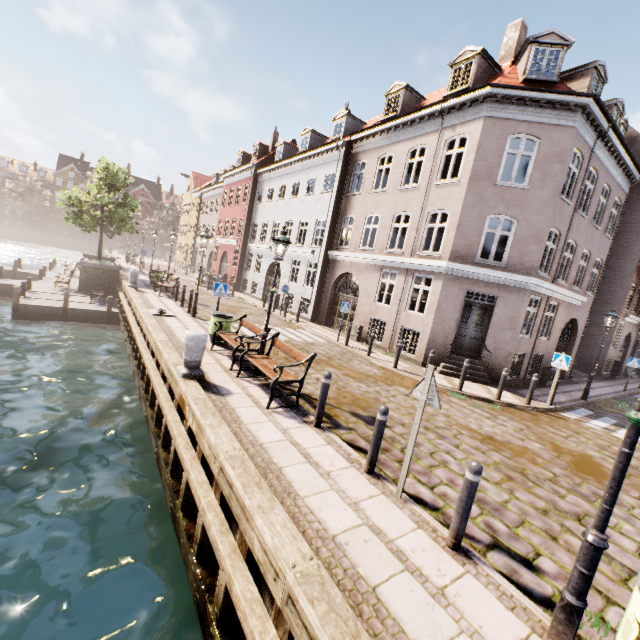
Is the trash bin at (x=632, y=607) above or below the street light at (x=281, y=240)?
below

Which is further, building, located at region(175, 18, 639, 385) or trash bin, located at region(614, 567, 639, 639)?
building, located at region(175, 18, 639, 385)

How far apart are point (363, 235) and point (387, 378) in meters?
9.0 m

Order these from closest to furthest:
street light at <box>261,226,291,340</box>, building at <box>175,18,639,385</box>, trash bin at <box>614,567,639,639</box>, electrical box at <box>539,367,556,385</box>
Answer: A: trash bin at <box>614,567,639,639</box> < street light at <box>261,226,291,340</box> < building at <box>175,18,639,385</box> < electrical box at <box>539,367,556,385</box>

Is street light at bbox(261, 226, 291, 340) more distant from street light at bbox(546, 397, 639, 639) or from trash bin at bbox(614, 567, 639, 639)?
trash bin at bbox(614, 567, 639, 639)

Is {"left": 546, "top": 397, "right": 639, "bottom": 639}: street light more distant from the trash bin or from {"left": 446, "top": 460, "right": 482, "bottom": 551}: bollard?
{"left": 446, "top": 460, "right": 482, "bottom": 551}: bollard

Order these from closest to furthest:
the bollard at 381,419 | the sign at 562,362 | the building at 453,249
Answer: the bollard at 381,419
the sign at 562,362
the building at 453,249

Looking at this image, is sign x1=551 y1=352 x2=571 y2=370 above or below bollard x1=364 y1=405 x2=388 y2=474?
above
